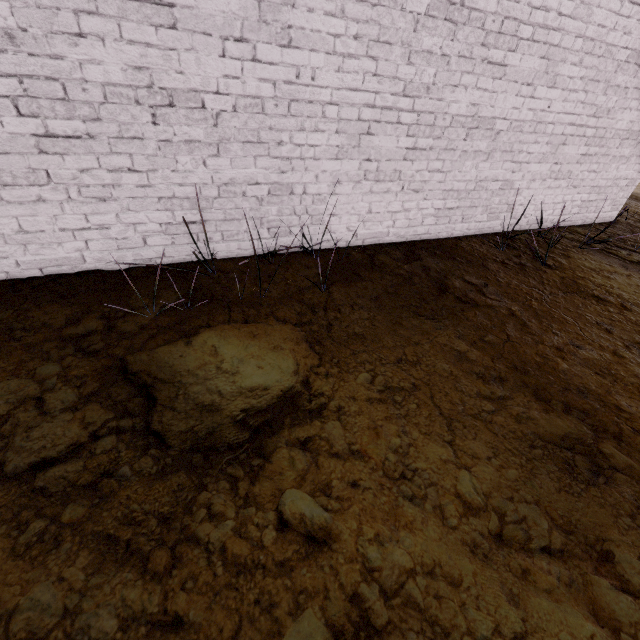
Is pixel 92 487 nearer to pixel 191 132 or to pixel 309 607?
pixel 309 607
